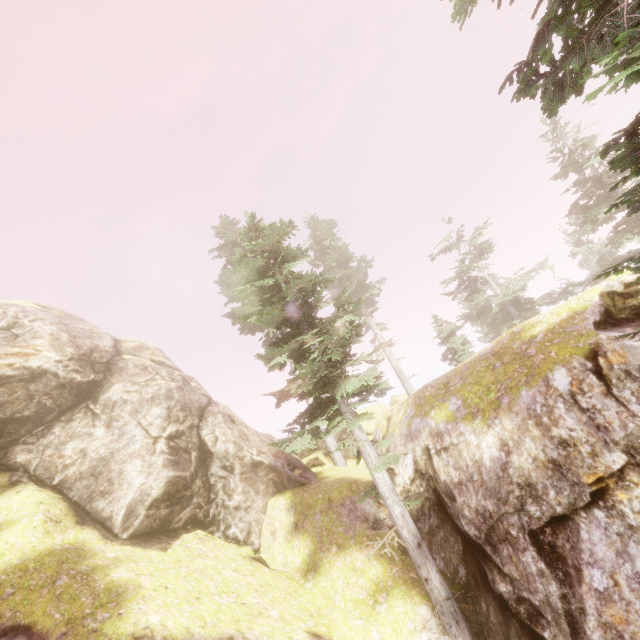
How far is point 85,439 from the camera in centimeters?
1480cm

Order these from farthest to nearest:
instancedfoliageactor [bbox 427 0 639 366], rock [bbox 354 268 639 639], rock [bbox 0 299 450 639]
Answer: rock [bbox 0 299 450 639] < rock [bbox 354 268 639 639] < instancedfoliageactor [bbox 427 0 639 366]

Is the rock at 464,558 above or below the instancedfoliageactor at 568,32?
below

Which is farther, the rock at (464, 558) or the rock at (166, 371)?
the rock at (166, 371)

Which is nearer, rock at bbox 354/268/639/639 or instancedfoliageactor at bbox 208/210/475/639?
rock at bbox 354/268/639/639

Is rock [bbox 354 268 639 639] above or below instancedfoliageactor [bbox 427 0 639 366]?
below
